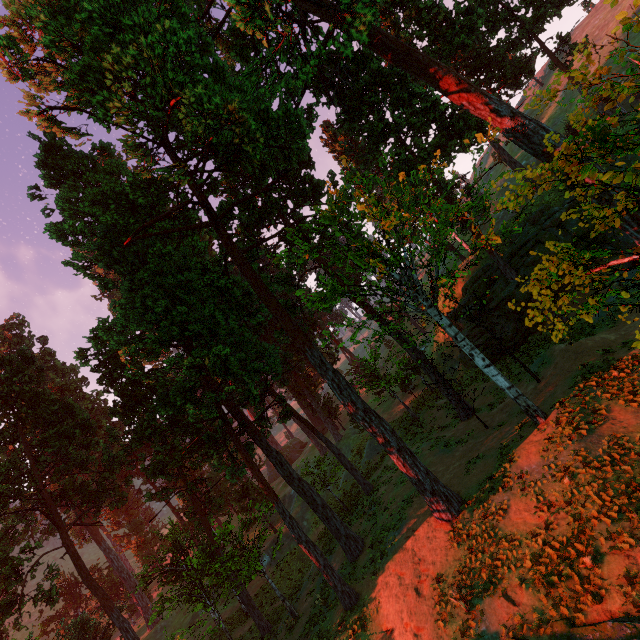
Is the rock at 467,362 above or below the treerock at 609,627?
above

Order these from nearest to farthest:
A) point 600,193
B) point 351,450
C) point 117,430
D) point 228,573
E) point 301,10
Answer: point 600,193
point 301,10
point 228,573
point 351,450
point 117,430

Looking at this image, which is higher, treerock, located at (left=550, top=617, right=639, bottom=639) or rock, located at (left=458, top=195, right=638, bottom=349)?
rock, located at (left=458, top=195, right=638, bottom=349)

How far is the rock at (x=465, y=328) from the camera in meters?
28.4 m

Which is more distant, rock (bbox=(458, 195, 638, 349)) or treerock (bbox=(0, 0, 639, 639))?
rock (bbox=(458, 195, 638, 349))

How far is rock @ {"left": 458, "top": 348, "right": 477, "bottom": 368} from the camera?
30.9m
